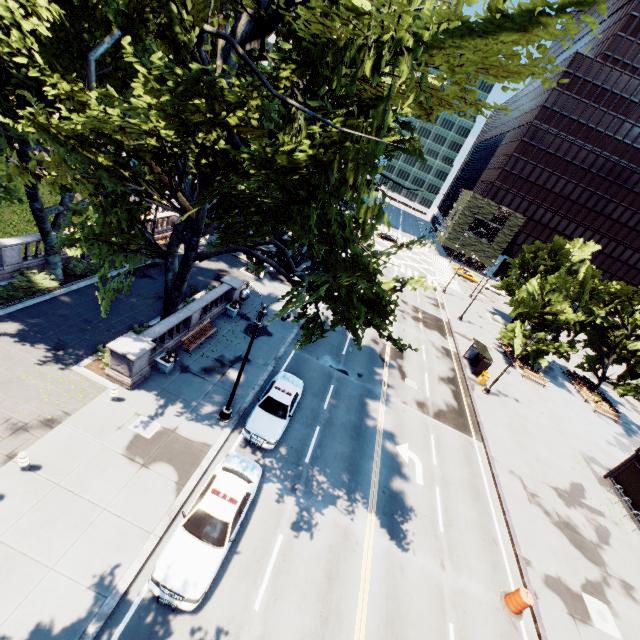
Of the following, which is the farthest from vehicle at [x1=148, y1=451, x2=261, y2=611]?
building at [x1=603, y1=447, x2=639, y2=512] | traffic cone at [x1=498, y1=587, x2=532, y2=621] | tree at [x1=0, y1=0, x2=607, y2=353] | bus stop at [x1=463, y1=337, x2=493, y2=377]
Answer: building at [x1=603, y1=447, x2=639, y2=512]

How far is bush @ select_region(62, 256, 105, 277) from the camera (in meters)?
20.94

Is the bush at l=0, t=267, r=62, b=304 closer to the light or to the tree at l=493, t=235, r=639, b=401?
the tree at l=493, t=235, r=639, b=401

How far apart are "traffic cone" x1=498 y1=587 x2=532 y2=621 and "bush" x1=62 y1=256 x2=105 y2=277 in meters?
28.5 m

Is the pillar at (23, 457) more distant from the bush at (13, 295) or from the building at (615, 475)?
the building at (615, 475)

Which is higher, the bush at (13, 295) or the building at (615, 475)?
the building at (615, 475)

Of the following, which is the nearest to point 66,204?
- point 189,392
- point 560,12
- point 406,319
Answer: point 189,392

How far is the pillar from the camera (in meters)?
10.90
